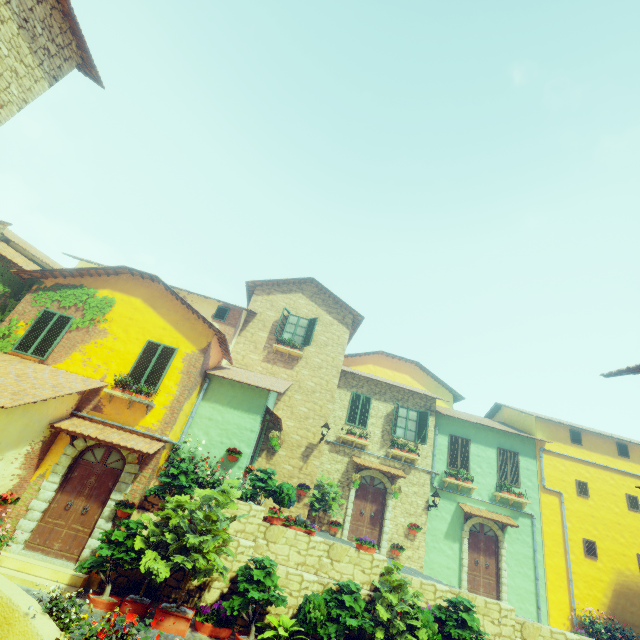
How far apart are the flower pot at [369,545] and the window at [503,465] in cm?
895

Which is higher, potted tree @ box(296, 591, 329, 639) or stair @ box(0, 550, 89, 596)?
potted tree @ box(296, 591, 329, 639)

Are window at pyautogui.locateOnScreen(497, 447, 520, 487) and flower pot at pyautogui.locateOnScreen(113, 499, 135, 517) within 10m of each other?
no

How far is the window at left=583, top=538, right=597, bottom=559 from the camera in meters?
14.5

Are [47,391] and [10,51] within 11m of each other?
yes

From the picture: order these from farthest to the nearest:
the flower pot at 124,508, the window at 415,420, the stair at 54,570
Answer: the window at 415,420 < the flower pot at 124,508 < the stair at 54,570

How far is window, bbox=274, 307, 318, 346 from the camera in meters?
16.0 m

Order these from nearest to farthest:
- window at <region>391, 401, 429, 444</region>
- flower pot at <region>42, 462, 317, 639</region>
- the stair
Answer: flower pot at <region>42, 462, 317, 639</region>
the stair
window at <region>391, 401, 429, 444</region>
